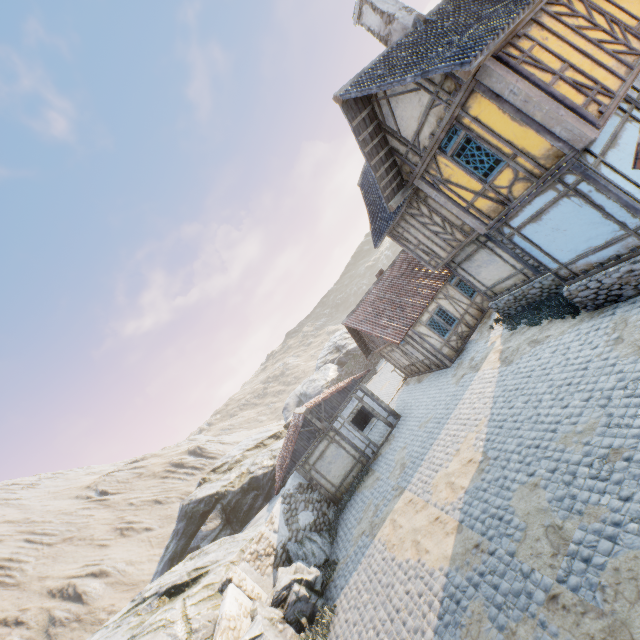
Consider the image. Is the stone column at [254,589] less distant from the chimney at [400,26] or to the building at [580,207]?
the building at [580,207]

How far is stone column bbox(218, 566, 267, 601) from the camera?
11.7m

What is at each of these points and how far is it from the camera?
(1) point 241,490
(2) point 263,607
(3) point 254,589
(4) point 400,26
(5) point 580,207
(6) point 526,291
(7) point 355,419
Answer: (1) rock, 26.3 meters
(2) rock, 11.1 meters
(3) stone column, 12.0 meters
(4) chimney, 10.6 meters
(5) building, 8.2 meters
(6) stone foundation, 13.2 meters
(7) building, 23.4 meters

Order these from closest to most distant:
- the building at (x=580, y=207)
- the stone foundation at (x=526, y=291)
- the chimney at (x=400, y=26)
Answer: the building at (x=580, y=207)
the stone foundation at (x=526, y=291)
the chimney at (x=400, y=26)

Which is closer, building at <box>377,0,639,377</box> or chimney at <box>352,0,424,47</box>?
building at <box>377,0,639,377</box>

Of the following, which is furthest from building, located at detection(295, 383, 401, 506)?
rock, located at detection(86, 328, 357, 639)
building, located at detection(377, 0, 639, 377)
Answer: building, located at detection(377, 0, 639, 377)

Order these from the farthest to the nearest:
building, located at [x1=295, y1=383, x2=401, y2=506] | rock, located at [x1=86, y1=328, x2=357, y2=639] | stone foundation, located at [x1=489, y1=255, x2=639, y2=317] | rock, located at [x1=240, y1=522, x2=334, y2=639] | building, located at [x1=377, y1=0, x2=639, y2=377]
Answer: building, located at [x1=295, y1=383, x2=401, y2=506] < rock, located at [x1=86, y1=328, x2=357, y2=639] < rock, located at [x1=240, y1=522, x2=334, y2=639] < stone foundation, located at [x1=489, y1=255, x2=639, y2=317] < building, located at [x1=377, y1=0, x2=639, y2=377]

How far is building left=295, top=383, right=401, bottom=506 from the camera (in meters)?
16.81
